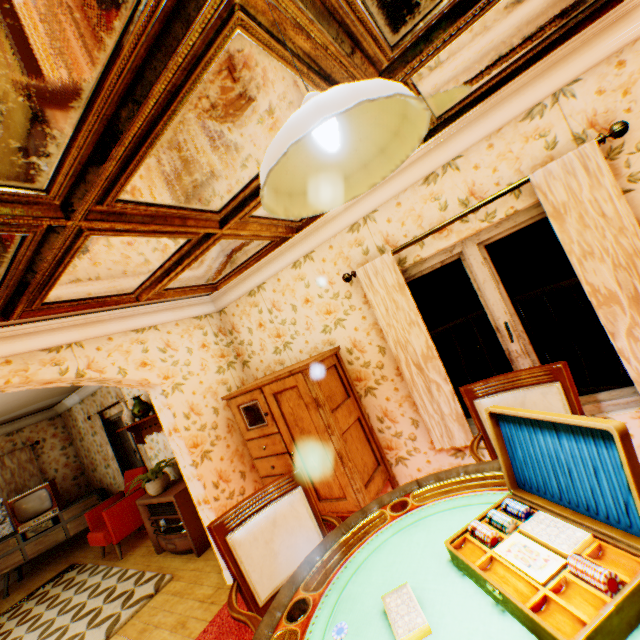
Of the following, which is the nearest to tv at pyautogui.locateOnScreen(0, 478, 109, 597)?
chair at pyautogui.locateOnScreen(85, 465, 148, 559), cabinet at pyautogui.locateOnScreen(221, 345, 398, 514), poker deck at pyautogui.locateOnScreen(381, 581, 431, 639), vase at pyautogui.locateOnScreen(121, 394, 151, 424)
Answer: chair at pyautogui.locateOnScreen(85, 465, 148, 559)

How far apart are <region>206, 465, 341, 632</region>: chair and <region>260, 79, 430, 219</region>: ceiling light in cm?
185

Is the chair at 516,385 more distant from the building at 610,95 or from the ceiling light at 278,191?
the ceiling light at 278,191

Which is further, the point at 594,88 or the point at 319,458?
the point at 319,458

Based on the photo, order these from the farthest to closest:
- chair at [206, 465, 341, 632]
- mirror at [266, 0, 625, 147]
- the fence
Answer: the fence
chair at [206, 465, 341, 632]
mirror at [266, 0, 625, 147]

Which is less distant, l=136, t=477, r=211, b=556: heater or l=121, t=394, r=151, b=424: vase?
l=136, t=477, r=211, b=556: heater

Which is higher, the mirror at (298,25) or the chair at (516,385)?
the mirror at (298,25)

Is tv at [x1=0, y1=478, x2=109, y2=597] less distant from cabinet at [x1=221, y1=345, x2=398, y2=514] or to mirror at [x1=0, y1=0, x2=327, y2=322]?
cabinet at [x1=221, y1=345, x2=398, y2=514]
